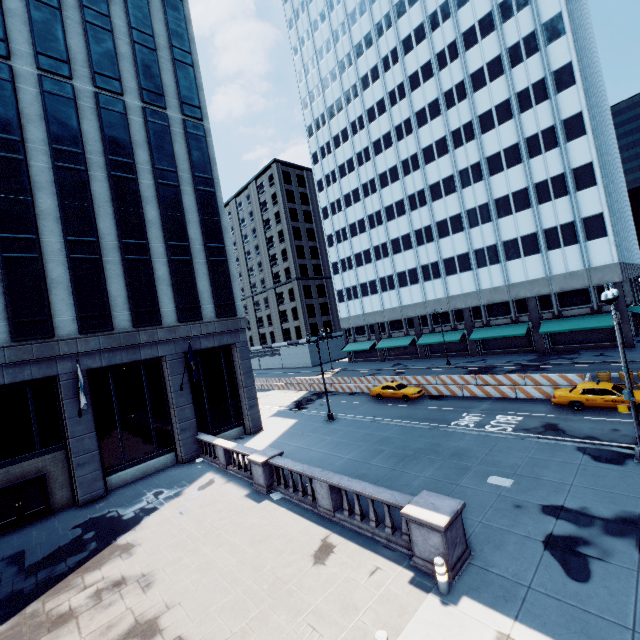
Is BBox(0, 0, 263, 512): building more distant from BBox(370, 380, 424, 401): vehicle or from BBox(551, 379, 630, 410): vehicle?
BBox(551, 379, 630, 410): vehicle

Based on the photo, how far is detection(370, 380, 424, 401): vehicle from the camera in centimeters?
2864cm

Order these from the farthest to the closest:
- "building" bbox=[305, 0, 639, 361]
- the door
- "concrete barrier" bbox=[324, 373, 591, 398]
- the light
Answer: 1. "building" bbox=[305, 0, 639, 361]
2. "concrete barrier" bbox=[324, 373, 591, 398]
3. the door
4. the light

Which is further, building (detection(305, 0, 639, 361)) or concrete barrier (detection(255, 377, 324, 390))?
concrete barrier (detection(255, 377, 324, 390))

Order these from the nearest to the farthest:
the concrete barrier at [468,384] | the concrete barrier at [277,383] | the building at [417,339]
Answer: the concrete barrier at [468,384] < the building at [417,339] < the concrete barrier at [277,383]

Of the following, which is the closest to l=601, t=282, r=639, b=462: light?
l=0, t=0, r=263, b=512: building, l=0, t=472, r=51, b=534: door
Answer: l=0, t=0, r=263, b=512: building

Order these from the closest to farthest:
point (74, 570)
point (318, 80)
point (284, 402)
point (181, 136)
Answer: point (74, 570)
point (181, 136)
point (284, 402)
point (318, 80)

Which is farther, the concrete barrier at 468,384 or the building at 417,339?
the building at 417,339
